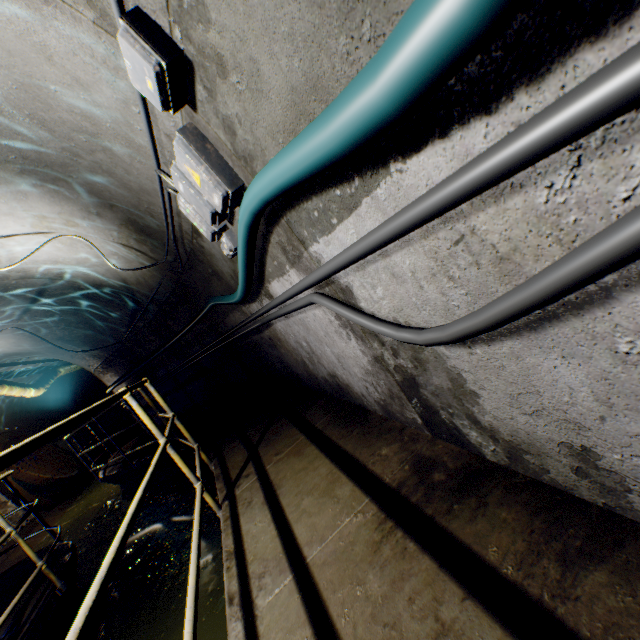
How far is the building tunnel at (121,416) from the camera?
16.5m

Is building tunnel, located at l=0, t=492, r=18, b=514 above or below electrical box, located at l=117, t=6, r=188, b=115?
below

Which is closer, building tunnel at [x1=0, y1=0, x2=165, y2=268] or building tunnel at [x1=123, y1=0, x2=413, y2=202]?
building tunnel at [x1=123, y1=0, x2=413, y2=202]

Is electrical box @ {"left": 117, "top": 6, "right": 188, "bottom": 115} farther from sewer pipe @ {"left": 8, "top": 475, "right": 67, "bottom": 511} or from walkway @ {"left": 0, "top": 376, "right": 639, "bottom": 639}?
sewer pipe @ {"left": 8, "top": 475, "right": 67, "bottom": 511}

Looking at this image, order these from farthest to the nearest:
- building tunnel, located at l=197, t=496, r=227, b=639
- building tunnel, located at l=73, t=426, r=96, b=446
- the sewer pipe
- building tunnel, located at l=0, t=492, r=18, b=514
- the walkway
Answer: building tunnel, located at l=73, t=426, r=96, b=446, the sewer pipe, building tunnel, located at l=0, t=492, r=18, b=514, building tunnel, located at l=197, t=496, r=227, b=639, the walkway

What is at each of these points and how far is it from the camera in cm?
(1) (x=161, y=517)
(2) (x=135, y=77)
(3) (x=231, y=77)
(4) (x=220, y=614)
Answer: (1) building tunnel, 594
(2) electrical box, 140
(3) building tunnel, 120
(4) building tunnel, 301

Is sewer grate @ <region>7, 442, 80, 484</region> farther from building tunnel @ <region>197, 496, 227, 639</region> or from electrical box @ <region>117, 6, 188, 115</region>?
electrical box @ <region>117, 6, 188, 115</region>

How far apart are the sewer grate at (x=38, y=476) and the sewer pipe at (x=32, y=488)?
0.00m
